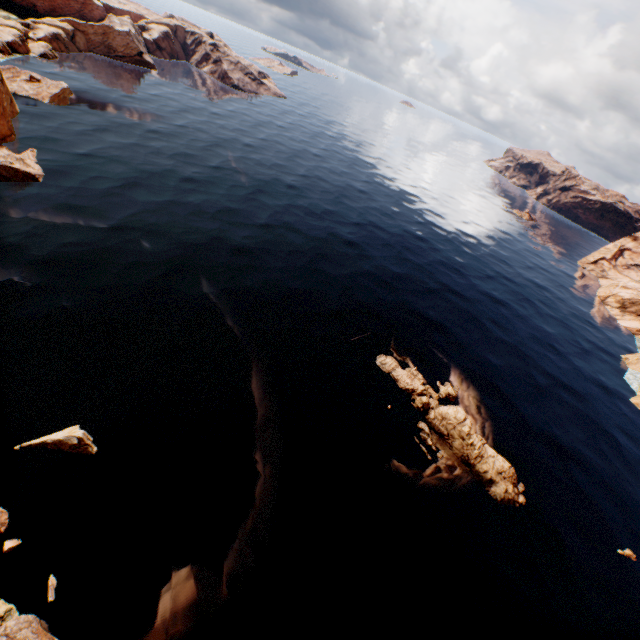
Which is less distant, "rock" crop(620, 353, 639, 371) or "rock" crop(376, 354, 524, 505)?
"rock" crop(376, 354, 524, 505)

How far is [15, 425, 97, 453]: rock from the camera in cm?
1991

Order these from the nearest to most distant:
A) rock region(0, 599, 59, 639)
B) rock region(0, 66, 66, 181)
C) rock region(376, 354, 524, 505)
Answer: rock region(0, 599, 59, 639) < rock region(376, 354, 524, 505) < rock region(0, 66, 66, 181)

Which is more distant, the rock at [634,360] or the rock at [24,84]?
the rock at [634,360]

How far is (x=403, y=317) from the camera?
43.0 meters

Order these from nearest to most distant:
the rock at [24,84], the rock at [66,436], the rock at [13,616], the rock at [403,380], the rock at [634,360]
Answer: the rock at [13,616], the rock at [66,436], the rock at [403,380], the rock at [24,84], the rock at [634,360]

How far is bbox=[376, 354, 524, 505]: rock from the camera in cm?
2783
